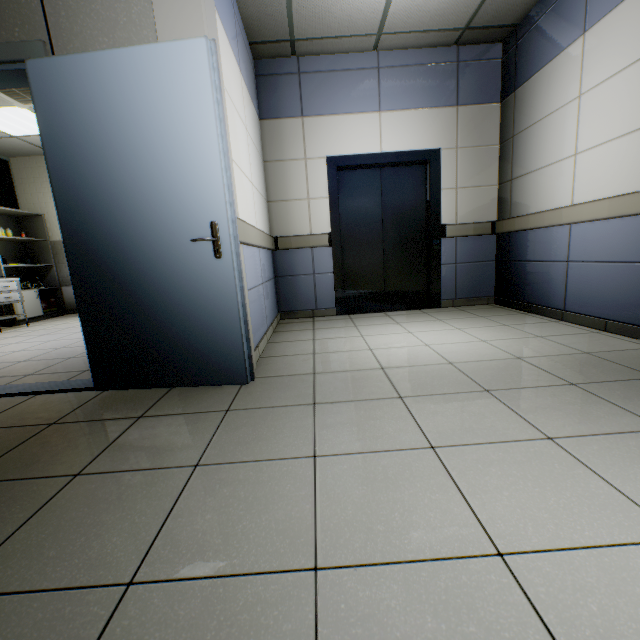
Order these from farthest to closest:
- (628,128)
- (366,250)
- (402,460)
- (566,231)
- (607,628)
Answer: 1. (366,250)
2. (566,231)
3. (628,128)
4. (402,460)
5. (607,628)

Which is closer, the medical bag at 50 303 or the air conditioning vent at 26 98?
the air conditioning vent at 26 98

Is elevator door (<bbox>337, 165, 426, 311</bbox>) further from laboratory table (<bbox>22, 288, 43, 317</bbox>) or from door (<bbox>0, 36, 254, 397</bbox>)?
laboratory table (<bbox>22, 288, 43, 317</bbox>)

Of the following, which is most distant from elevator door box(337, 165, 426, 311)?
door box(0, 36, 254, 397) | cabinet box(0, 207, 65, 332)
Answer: cabinet box(0, 207, 65, 332)

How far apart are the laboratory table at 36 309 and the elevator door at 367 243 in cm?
599

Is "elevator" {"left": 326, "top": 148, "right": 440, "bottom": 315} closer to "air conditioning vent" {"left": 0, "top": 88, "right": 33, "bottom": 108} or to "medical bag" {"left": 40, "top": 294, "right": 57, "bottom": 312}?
"air conditioning vent" {"left": 0, "top": 88, "right": 33, "bottom": 108}

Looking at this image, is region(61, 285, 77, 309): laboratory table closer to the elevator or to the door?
the door

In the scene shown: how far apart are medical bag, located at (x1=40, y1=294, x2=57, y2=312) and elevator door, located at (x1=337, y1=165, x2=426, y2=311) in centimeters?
629cm
